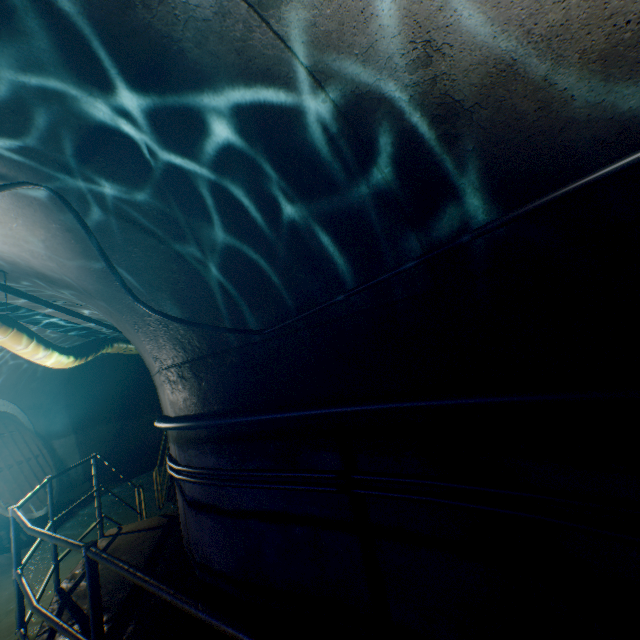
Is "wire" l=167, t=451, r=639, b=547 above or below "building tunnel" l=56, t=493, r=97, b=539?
above

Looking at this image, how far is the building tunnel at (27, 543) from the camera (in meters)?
6.81

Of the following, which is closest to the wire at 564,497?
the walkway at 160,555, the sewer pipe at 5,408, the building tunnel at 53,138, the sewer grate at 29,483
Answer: the building tunnel at 53,138

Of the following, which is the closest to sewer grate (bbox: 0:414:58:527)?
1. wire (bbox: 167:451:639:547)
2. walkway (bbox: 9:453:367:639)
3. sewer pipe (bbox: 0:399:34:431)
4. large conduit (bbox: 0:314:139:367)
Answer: sewer pipe (bbox: 0:399:34:431)

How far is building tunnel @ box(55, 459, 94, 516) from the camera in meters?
9.1 m

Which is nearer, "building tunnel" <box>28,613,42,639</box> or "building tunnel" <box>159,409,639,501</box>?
"building tunnel" <box>159,409,639,501</box>

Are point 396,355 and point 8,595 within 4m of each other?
no
